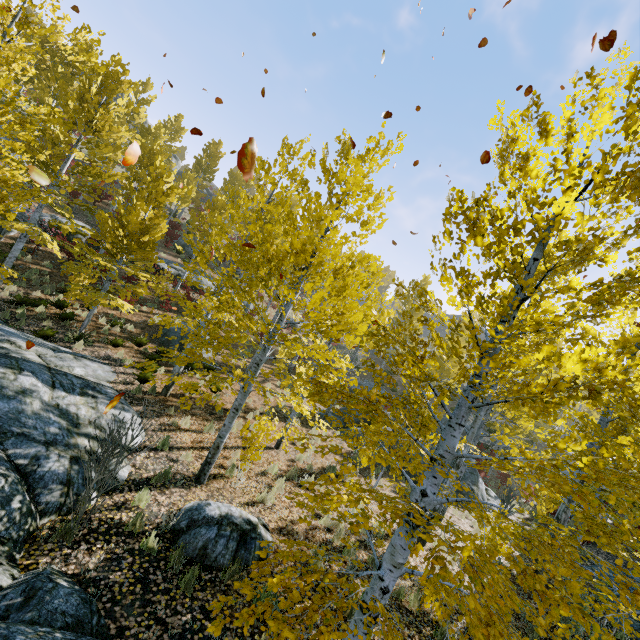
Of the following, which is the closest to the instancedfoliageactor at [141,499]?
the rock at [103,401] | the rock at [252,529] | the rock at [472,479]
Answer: the rock at [103,401]

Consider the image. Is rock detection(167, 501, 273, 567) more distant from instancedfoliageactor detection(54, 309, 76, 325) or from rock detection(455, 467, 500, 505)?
rock detection(455, 467, 500, 505)

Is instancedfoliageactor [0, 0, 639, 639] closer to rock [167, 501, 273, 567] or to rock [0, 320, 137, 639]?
rock [0, 320, 137, 639]

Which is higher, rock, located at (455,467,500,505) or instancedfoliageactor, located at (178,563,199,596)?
rock, located at (455,467,500,505)

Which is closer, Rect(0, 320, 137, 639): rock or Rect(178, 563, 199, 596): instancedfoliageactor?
Rect(0, 320, 137, 639): rock

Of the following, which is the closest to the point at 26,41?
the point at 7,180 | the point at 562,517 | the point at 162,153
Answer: the point at 7,180

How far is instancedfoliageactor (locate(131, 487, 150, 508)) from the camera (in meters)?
6.13

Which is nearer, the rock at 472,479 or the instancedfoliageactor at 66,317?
the instancedfoliageactor at 66,317
